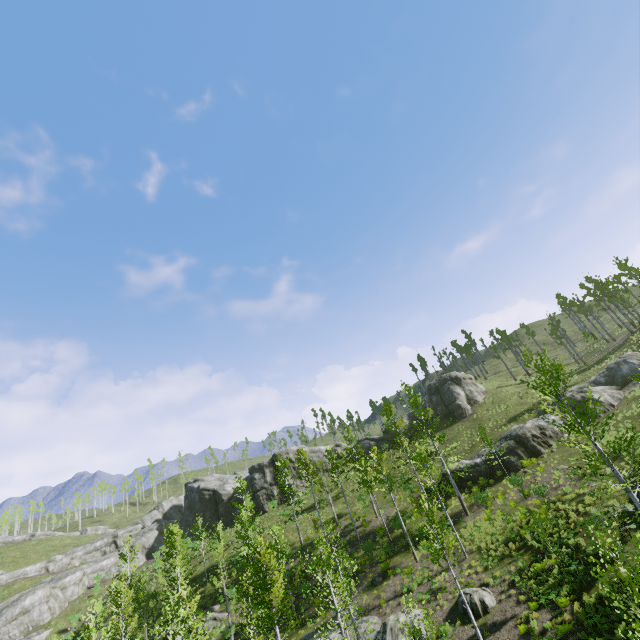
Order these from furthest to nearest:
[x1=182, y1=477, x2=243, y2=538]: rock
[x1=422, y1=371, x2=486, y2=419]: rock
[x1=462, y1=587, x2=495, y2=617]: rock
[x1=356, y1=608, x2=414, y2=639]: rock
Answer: [x1=182, y1=477, x2=243, y2=538]: rock
[x1=422, y1=371, x2=486, y2=419]: rock
[x1=356, y1=608, x2=414, y2=639]: rock
[x1=462, y1=587, x2=495, y2=617]: rock

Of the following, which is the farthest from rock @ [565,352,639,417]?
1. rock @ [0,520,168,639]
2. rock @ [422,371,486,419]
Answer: rock @ [0,520,168,639]

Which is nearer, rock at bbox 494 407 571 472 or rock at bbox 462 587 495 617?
rock at bbox 462 587 495 617

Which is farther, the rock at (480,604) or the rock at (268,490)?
the rock at (268,490)

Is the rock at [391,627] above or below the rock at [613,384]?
below

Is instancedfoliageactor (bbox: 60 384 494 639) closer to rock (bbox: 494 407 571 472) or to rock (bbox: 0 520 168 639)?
rock (bbox: 494 407 571 472)

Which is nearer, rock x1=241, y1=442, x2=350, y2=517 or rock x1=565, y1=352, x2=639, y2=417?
rock x1=565, y1=352, x2=639, y2=417

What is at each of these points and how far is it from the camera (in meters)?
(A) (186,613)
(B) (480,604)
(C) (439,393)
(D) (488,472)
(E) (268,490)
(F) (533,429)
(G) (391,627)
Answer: (A) instancedfoliageactor, 21.05
(B) rock, 18.20
(C) rock, 48.91
(D) rock, 29.81
(E) rock, 49.28
(F) rock, 29.41
(G) rock, 19.30
